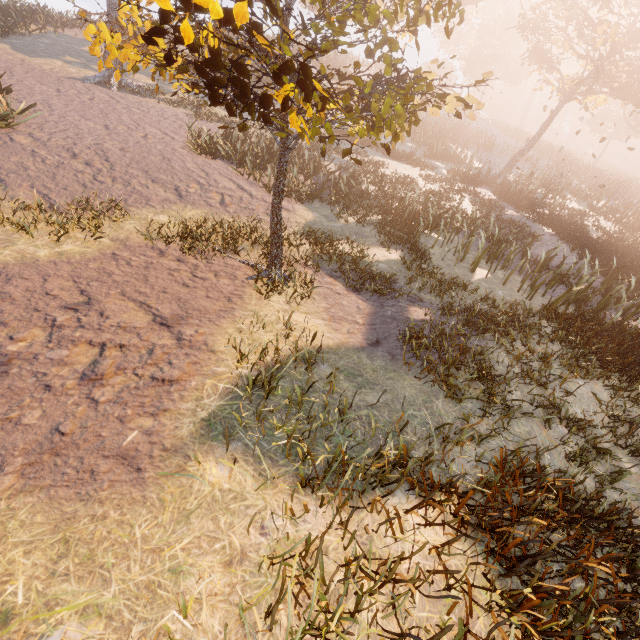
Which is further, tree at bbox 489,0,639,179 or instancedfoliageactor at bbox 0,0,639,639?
tree at bbox 489,0,639,179

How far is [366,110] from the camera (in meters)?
4.80

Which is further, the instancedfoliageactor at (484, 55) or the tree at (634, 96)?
the tree at (634, 96)
